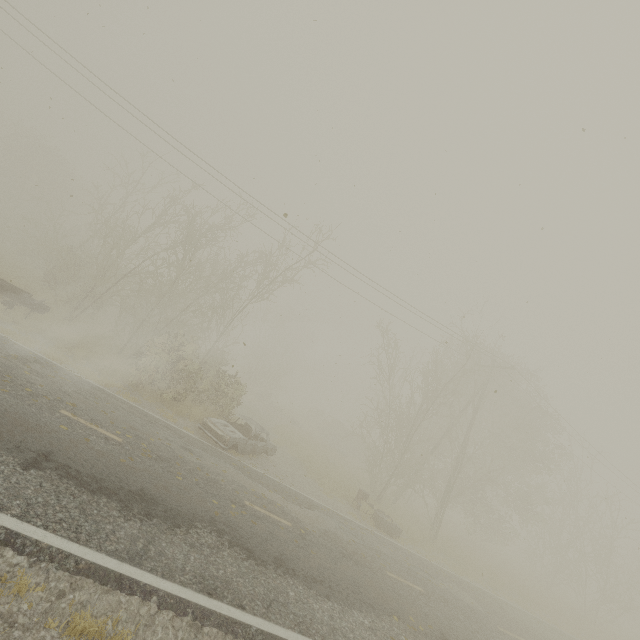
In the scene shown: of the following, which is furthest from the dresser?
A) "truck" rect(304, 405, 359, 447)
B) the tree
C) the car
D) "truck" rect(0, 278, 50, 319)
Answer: "truck" rect(304, 405, 359, 447)

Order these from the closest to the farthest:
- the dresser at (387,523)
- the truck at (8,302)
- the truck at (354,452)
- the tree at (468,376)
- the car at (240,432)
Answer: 1. the car at (240,432)
2. the truck at (8,302)
3. the dresser at (387,523)
4. the tree at (468,376)
5. the truck at (354,452)

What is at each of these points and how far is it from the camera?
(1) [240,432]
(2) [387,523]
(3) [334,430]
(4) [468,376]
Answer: (1) car, 14.4m
(2) dresser, 14.9m
(3) truck, 39.7m
(4) tree, 19.8m

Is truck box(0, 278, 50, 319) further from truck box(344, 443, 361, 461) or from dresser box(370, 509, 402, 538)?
truck box(344, 443, 361, 461)

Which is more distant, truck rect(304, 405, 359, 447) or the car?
truck rect(304, 405, 359, 447)

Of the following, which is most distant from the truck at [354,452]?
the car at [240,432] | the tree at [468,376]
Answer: the car at [240,432]

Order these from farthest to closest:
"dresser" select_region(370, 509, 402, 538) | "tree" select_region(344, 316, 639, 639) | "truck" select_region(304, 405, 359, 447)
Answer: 1. "truck" select_region(304, 405, 359, 447)
2. "tree" select_region(344, 316, 639, 639)
3. "dresser" select_region(370, 509, 402, 538)
